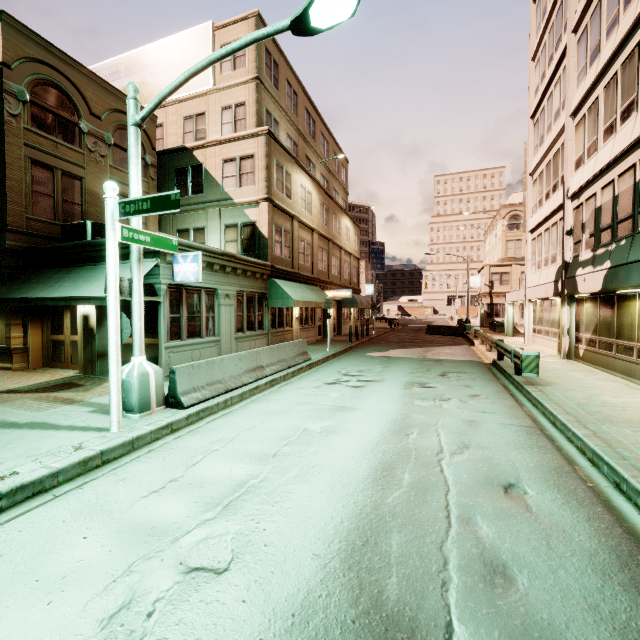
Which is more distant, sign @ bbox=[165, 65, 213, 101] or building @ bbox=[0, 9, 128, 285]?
sign @ bbox=[165, 65, 213, 101]

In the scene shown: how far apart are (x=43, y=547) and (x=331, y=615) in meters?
3.1

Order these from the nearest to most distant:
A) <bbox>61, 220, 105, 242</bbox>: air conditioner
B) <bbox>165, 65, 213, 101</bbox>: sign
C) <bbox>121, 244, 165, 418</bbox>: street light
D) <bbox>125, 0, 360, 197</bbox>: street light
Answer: →
<bbox>125, 0, 360, 197</bbox>: street light
<bbox>121, 244, 165, 418</bbox>: street light
<bbox>61, 220, 105, 242</bbox>: air conditioner
<bbox>165, 65, 213, 101</bbox>: sign

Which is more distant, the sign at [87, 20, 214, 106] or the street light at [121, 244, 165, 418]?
the sign at [87, 20, 214, 106]

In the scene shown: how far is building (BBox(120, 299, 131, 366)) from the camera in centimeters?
1150cm

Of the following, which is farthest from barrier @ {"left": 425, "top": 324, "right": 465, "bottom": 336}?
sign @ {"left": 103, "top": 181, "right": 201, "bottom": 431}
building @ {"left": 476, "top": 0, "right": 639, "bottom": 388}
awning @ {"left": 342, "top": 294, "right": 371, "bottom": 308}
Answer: sign @ {"left": 103, "top": 181, "right": 201, "bottom": 431}

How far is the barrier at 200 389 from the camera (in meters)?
7.64

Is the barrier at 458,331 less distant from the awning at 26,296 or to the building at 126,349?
the building at 126,349
